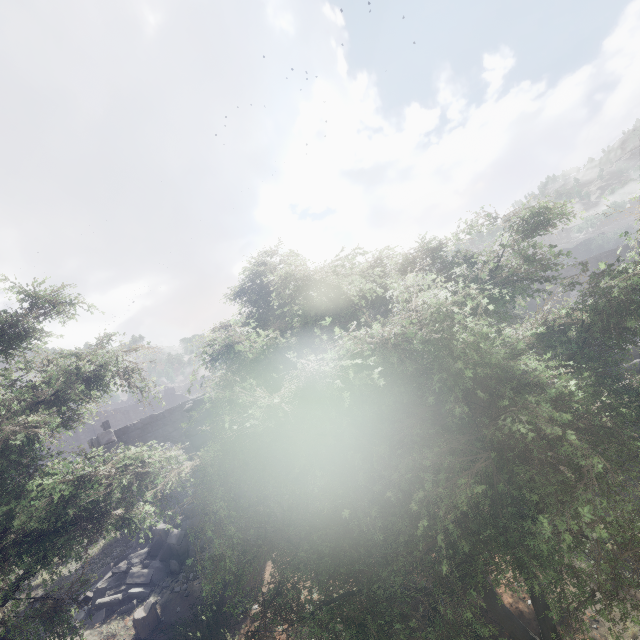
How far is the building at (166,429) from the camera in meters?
12.2 m

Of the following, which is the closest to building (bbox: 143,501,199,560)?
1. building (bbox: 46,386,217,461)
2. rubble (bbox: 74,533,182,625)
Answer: rubble (bbox: 74,533,182,625)

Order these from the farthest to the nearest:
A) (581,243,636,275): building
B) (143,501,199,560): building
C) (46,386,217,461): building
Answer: (581,243,636,275): building < (46,386,217,461): building < (143,501,199,560): building

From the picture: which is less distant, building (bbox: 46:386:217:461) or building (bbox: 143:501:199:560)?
building (bbox: 143:501:199:560)

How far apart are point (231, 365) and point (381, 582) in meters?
2.9

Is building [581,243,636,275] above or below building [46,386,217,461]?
below

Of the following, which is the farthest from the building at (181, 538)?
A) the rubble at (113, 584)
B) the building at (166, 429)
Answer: the building at (166, 429)

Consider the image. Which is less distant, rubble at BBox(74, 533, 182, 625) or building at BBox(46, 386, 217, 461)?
rubble at BBox(74, 533, 182, 625)
